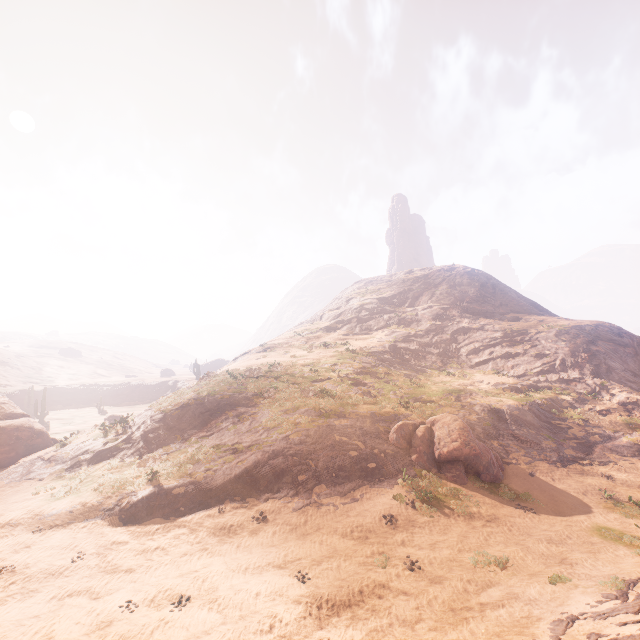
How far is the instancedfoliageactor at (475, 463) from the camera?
16.2 meters

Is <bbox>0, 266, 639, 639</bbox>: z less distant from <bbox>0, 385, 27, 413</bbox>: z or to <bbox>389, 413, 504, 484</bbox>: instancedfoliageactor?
<bbox>389, 413, 504, 484</bbox>: instancedfoliageactor

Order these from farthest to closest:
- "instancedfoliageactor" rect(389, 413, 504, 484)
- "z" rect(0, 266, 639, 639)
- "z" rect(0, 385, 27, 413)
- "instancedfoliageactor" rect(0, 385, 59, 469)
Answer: "z" rect(0, 385, 27, 413)
"instancedfoliageactor" rect(0, 385, 59, 469)
"instancedfoliageactor" rect(389, 413, 504, 484)
"z" rect(0, 266, 639, 639)

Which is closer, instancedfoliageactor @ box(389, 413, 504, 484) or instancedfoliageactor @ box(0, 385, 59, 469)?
instancedfoliageactor @ box(389, 413, 504, 484)

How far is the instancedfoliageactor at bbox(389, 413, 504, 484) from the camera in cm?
1620

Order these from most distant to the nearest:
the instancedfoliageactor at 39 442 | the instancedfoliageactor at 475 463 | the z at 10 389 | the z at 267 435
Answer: the z at 10 389 < the instancedfoliageactor at 39 442 < the instancedfoliageactor at 475 463 < the z at 267 435

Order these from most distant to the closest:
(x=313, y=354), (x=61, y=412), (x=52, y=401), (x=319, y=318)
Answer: (x=52, y=401)
(x=61, y=412)
(x=319, y=318)
(x=313, y=354)
